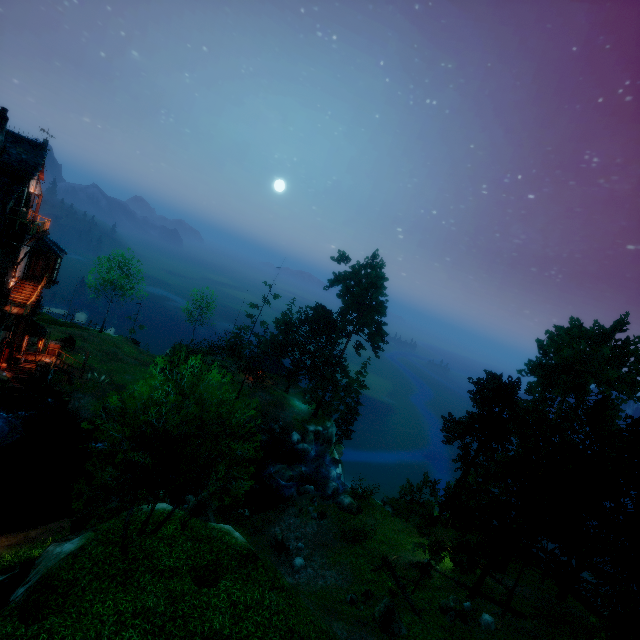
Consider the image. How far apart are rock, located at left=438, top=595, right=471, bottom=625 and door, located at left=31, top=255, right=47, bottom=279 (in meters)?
40.39

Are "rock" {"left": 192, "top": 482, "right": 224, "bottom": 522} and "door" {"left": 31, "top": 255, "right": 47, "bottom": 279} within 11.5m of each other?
no

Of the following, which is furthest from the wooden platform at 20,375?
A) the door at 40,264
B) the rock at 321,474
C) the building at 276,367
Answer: the building at 276,367

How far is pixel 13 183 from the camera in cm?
2305

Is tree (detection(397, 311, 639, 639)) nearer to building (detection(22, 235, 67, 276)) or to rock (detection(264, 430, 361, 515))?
rock (detection(264, 430, 361, 515))

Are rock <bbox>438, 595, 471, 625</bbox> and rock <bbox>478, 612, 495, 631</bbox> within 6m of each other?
yes

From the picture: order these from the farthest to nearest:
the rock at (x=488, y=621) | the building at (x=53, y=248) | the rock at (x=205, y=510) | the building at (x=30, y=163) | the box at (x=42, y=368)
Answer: the box at (x=42, y=368) < the building at (x=53, y=248) < the building at (x=30, y=163) < the rock at (x=205, y=510) < the rock at (x=488, y=621)

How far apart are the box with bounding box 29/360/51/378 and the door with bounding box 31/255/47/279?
7.54m
